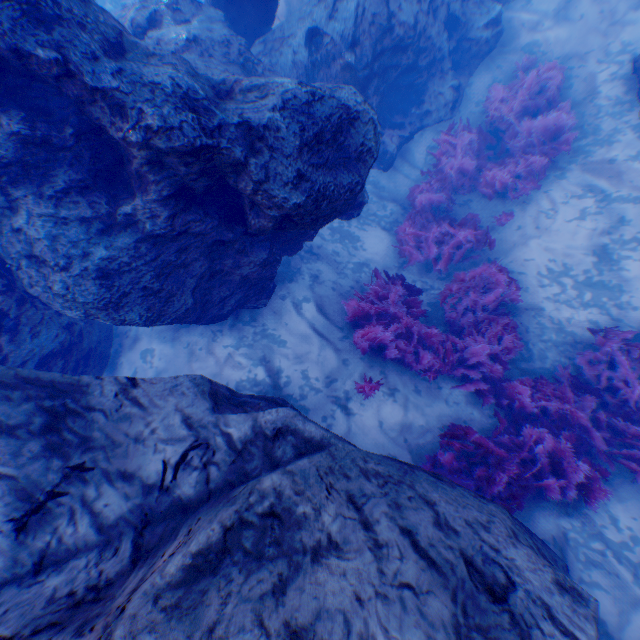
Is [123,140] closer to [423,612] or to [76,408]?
[76,408]

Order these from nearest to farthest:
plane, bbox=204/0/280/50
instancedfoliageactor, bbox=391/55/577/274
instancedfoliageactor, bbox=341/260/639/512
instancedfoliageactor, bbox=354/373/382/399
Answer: instancedfoliageactor, bbox=341/260/639/512 < instancedfoliageactor, bbox=354/373/382/399 < plane, bbox=204/0/280/50 < instancedfoliageactor, bbox=391/55/577/274

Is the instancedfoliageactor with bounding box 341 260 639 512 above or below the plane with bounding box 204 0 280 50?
below

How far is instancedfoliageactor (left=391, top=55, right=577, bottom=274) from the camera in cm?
714

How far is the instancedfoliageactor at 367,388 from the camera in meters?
5.3 m

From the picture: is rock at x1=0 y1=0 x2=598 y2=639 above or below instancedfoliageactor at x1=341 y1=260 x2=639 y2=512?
above

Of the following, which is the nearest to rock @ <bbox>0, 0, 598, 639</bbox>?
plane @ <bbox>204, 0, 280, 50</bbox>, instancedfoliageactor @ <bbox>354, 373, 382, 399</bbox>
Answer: plane @ <bbox>204, 0, 280, 50</bbox>

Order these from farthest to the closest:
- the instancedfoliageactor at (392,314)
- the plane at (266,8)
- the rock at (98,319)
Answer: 1. the plane at (266,8)
2. the instancedfoliageactor at (392,314)
3. the rock at (98,319)
